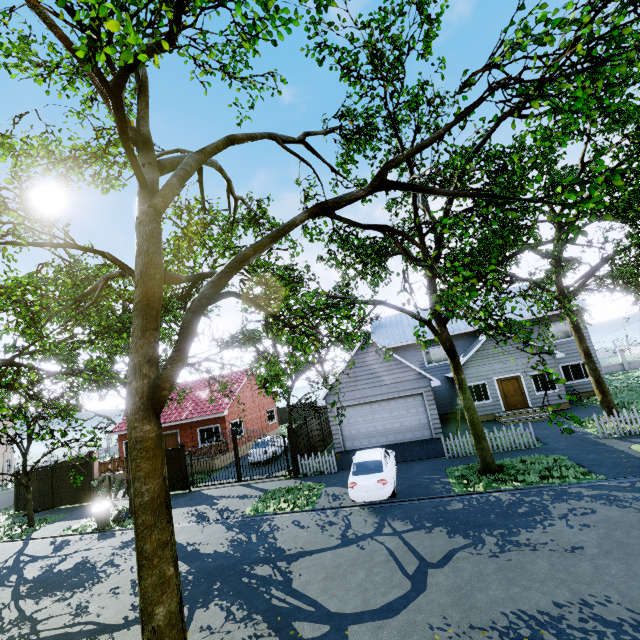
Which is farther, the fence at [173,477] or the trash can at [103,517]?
the fence at [173,477]

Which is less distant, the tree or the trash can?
the tree

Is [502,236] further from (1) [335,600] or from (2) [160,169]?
(1) [335,600]

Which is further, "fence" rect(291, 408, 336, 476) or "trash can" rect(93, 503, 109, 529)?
"fence" rect(291, 408, 336, 476)

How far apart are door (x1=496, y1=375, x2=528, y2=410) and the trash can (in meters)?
22.98

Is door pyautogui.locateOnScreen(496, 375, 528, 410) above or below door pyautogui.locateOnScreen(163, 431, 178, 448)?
below

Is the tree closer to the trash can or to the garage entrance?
the trash can

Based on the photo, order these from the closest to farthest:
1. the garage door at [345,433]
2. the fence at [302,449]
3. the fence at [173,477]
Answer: the fence at [302,449] → the garage door at [345,433] → the fence at [173,477]
